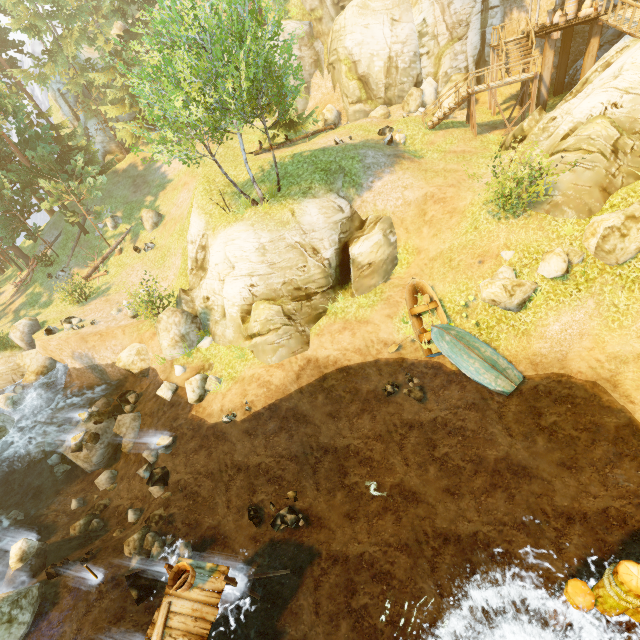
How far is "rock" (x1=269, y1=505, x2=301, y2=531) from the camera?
11.98m

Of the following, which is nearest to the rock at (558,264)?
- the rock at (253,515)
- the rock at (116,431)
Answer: the rock at (253,515)

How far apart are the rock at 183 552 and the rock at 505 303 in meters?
14.8

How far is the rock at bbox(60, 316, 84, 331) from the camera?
20.8 meters

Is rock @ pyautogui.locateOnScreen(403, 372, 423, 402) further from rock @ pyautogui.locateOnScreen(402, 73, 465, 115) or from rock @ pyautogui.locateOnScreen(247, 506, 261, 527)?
rock @ pyautogui.locateOnScreen(402, 73, 465, 115)

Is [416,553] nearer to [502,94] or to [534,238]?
[534,238]

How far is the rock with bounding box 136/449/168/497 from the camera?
13.7 meters

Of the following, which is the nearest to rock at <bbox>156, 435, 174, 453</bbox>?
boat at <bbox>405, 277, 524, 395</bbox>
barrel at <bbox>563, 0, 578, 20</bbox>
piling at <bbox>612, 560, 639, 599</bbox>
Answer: boat at <bbox>405, 277, 524, 395</bbox>
